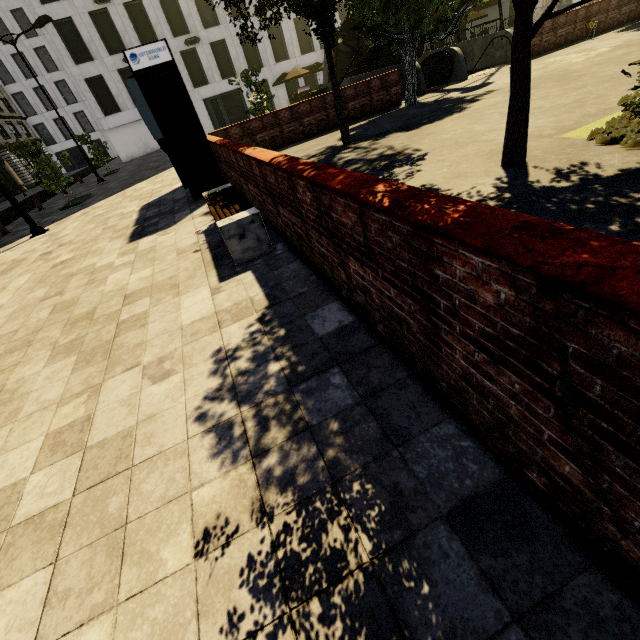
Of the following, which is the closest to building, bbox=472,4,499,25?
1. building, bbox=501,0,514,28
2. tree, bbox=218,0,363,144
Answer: building, bbox=501,0,514,28

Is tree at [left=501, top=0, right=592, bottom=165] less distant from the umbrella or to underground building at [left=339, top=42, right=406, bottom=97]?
underground building at [left=339, top=42, right=406, bottom=97]

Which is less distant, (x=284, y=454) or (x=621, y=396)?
(x=621, y=396)

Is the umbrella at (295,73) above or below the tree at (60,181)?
above

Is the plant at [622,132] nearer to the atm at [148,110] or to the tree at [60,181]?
the tree at [60,181]

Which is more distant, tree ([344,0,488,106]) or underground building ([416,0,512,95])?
underground building ([416,0,512,95])

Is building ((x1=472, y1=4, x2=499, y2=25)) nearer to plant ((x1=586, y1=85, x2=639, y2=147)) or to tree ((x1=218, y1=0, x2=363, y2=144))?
tree ((x1=218, y1=0, x2=363, y2=144))

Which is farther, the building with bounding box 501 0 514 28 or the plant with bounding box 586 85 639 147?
the building with bounding box 501 0 514 28
